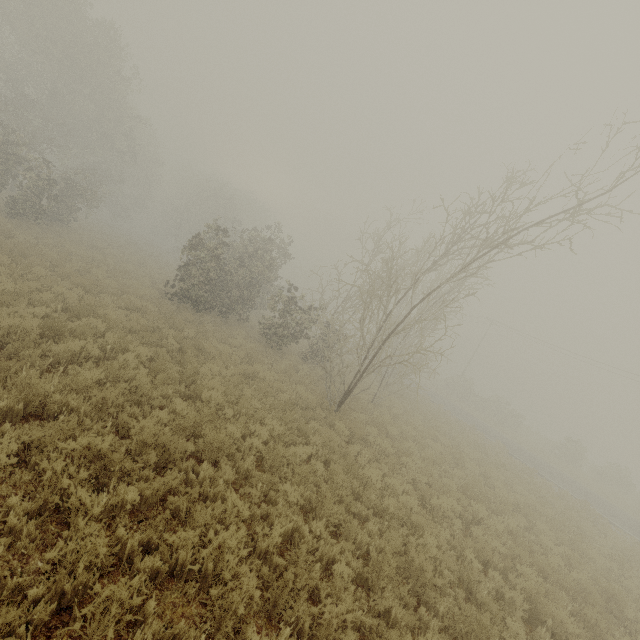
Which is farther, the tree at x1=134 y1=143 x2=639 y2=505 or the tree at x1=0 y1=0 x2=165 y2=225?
the tree at x1=0 y1=0 x2=165 y2=225

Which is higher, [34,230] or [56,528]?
[34,230]

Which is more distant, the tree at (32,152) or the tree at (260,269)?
the tree at (32,152)
